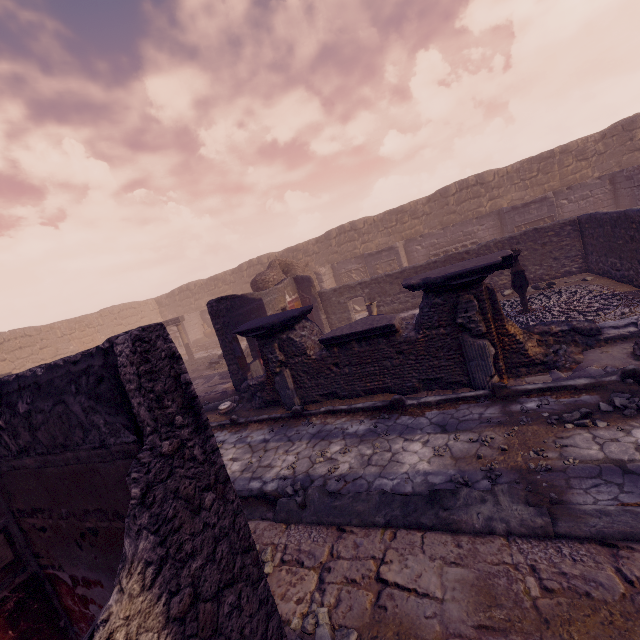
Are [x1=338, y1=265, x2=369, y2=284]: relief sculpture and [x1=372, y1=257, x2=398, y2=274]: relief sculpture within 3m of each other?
yes

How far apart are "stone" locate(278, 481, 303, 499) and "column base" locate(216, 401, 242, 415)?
3.91m

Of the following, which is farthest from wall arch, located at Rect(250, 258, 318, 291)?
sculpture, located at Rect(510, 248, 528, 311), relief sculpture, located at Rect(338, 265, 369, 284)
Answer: sculpture, located at Rect(510, 248, 528, 311)

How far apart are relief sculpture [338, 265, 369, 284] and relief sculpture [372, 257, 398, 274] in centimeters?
179cm

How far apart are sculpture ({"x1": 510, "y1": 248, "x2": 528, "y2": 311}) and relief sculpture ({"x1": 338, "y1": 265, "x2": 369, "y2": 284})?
10.96m

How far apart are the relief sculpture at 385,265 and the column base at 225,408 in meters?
10.8 m

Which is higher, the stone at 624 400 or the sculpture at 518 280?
the sculpture at 518 280

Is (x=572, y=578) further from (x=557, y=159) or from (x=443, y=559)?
(x=557, y=159)
